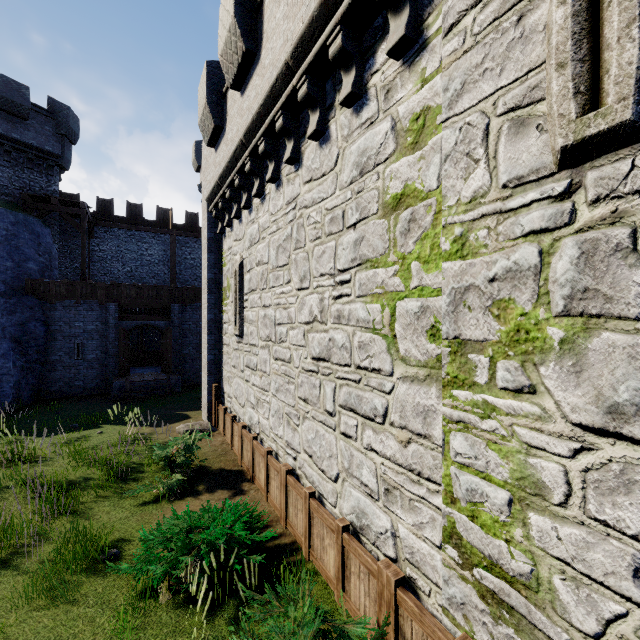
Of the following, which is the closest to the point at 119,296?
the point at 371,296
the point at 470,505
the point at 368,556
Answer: the point at 371,296

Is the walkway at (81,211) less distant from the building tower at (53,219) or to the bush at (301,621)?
the building tower at (53,219)

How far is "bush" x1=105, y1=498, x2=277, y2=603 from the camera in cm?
469

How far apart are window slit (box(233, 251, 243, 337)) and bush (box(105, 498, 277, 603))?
4.4m

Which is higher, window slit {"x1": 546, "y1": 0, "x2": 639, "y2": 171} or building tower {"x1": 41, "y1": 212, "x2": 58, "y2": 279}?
building tower {"x1": 41, "y1": 212, "x2": 58, "y2": 279}

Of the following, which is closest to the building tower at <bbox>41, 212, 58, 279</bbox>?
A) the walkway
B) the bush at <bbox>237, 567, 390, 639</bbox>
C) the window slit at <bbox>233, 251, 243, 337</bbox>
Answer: the walkway

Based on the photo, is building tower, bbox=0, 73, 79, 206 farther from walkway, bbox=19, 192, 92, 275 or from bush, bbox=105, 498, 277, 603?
bush, bbox=105, 498, 277, 603

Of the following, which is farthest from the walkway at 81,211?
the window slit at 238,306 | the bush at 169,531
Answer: the bush at 169,531
